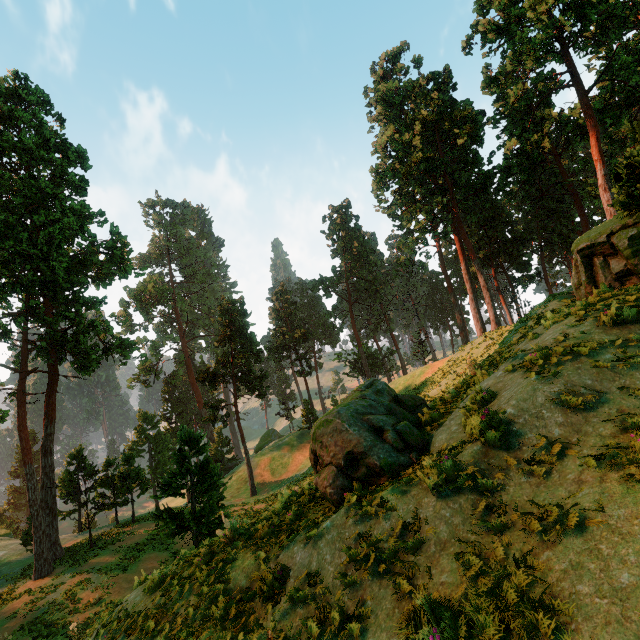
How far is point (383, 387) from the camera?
12.1m

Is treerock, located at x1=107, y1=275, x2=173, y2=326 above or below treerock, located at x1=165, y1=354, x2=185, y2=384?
above

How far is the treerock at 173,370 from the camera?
57.2m

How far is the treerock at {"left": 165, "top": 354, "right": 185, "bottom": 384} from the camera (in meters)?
57.16

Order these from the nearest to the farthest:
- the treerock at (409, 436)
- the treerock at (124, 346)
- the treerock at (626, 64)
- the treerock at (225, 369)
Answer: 1. the treerock at (409, 436)
2. the treerock at (626, 64)
3. the treerock at (124, 346)
4. the treerock at (225, 369)

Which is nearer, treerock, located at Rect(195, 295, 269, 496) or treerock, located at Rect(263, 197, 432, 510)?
treerock, located at Rect(263, 197, 432, 510)
